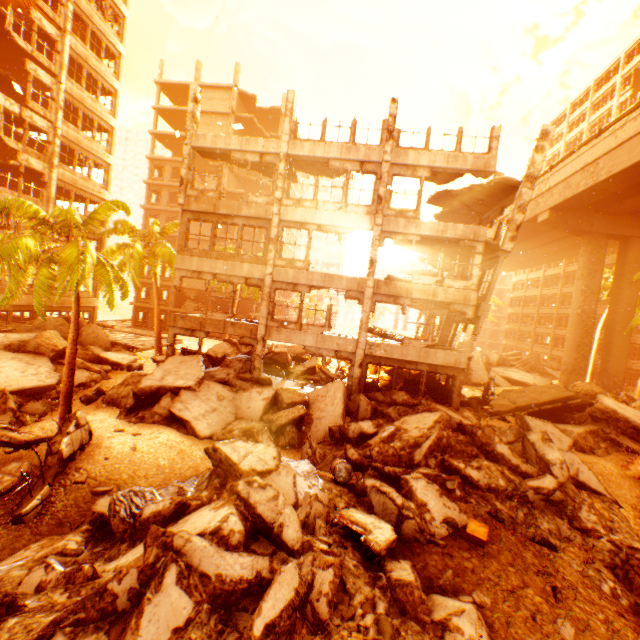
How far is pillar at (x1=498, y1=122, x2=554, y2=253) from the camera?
14.8 meters

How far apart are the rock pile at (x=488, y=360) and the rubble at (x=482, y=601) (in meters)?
27.79

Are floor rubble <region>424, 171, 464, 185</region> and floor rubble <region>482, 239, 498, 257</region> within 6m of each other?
yes

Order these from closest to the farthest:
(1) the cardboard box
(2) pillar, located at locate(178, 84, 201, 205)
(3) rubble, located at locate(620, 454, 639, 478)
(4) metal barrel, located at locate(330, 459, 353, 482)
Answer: (1) the cardboard box → (4) metal barrel, located at locate(330, 459, 353, 482) → (3) rubble, located at locate(620, 454, 639, 478) → (2) pillar, located at locate(178, 84, 201, 205)

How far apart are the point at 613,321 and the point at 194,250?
32.3 meters

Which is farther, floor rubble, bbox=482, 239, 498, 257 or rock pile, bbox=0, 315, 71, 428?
floor rubble, bbox=482, 239, 498, 257

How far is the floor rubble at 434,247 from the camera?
16.6m

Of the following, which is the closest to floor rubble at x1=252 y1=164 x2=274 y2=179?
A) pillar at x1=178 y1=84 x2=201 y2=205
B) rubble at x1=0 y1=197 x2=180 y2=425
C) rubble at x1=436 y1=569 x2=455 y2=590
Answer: pillar at x1=178 y1=84 x2=201 y2=205
